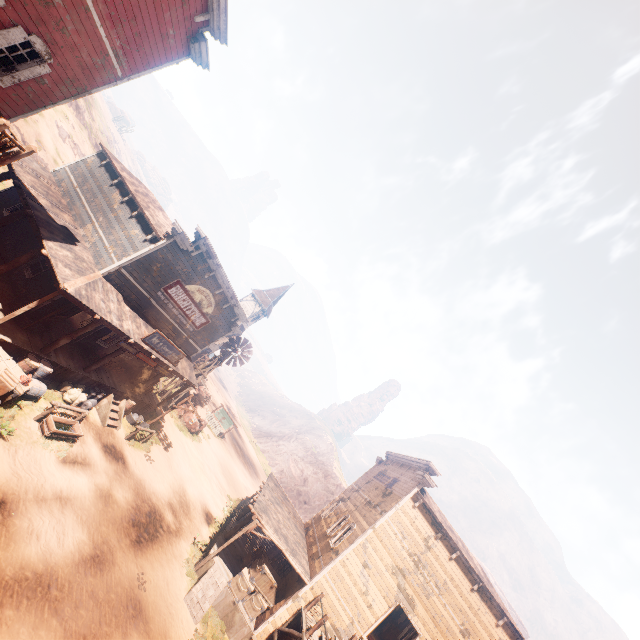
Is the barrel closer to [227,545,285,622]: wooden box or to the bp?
the bp

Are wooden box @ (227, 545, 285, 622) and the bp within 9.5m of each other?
no

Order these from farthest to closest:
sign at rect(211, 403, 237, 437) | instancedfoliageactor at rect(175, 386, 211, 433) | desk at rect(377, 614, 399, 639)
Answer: sign at rect(211, 403, 237, 437), instancedfoliageactor at rect(175, 386, 211, 433), desk at rect(377, 614, 399, 639)

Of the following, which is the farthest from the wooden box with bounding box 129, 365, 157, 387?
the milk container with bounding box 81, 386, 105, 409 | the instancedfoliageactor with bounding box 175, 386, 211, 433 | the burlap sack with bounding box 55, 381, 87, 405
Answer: the instancedfoliageactor with bounding box 175, 386, 211, 433

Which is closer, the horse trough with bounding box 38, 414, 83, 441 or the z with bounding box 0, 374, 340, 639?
the z with bounding box 0, 374, 340, 639

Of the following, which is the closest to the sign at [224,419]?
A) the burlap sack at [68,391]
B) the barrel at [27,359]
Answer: the burlap sack at [68,391]

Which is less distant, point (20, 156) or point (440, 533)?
point (20, 156)

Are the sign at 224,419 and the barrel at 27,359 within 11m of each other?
no
